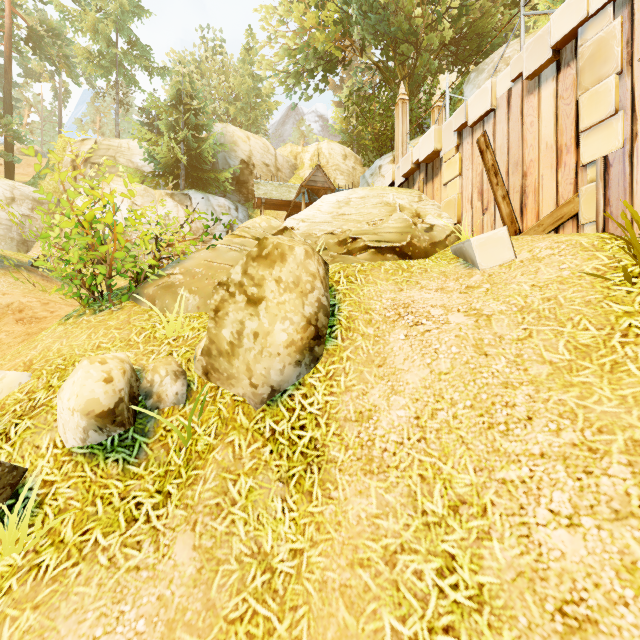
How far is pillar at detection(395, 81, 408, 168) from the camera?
10.30m

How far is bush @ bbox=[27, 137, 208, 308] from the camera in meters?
5.0

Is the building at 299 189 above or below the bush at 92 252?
above

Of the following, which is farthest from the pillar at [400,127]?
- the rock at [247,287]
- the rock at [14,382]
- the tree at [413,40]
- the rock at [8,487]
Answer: the rock at [8,487]

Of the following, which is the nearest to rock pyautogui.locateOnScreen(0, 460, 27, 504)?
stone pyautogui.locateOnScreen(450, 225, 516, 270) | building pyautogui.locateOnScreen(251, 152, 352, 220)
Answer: stone pyautogui.locateOnScreen(450, 225, 516, 270)

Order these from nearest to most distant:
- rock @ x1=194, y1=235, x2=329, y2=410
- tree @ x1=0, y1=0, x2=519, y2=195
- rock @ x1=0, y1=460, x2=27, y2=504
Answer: rock @ x1=0, y1=460, x2=27, y2=504 → rock @ x1=194, y1=235, x2=329, y2=410 → tree @ x1=0, y1=0, x2=519, y2=195

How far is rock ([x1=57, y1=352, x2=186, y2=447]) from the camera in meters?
3.2 m

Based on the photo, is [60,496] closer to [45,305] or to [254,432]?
[254,432]
